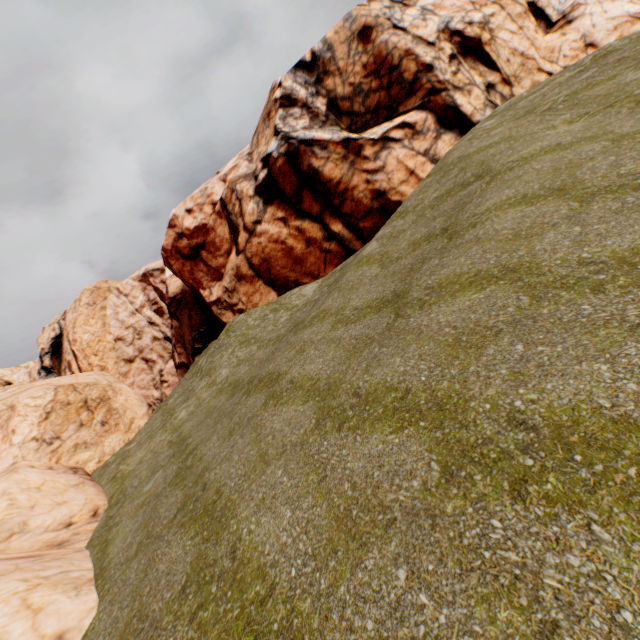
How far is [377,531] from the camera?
3.4m
